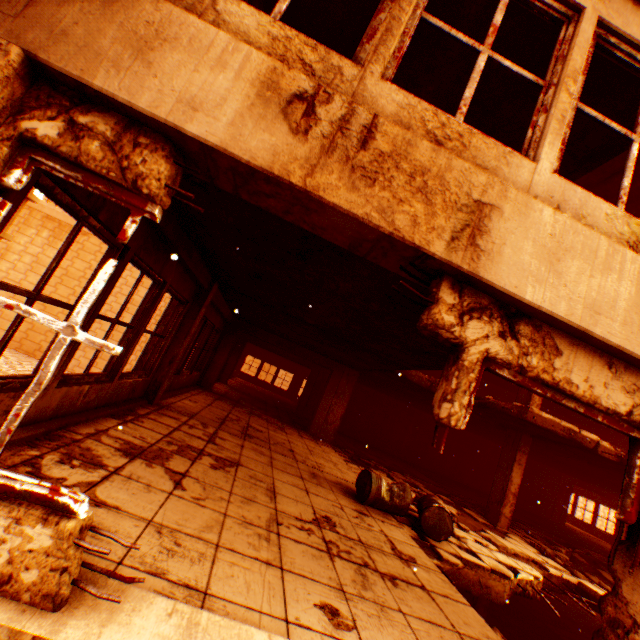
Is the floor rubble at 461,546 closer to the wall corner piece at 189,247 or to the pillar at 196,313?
the wall corner piece at 189,247

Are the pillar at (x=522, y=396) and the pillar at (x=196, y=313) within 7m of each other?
no

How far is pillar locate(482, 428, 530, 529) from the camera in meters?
9.2

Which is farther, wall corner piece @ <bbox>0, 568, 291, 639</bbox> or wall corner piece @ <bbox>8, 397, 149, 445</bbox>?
wall corner piece @ <bbox>8, 397, 149, 445</bbox>

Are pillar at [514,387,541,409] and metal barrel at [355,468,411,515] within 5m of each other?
no

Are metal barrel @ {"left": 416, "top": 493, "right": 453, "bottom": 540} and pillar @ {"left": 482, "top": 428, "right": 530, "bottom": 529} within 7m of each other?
yes

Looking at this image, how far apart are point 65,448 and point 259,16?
3.87m

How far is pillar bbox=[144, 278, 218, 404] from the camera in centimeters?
602cm
